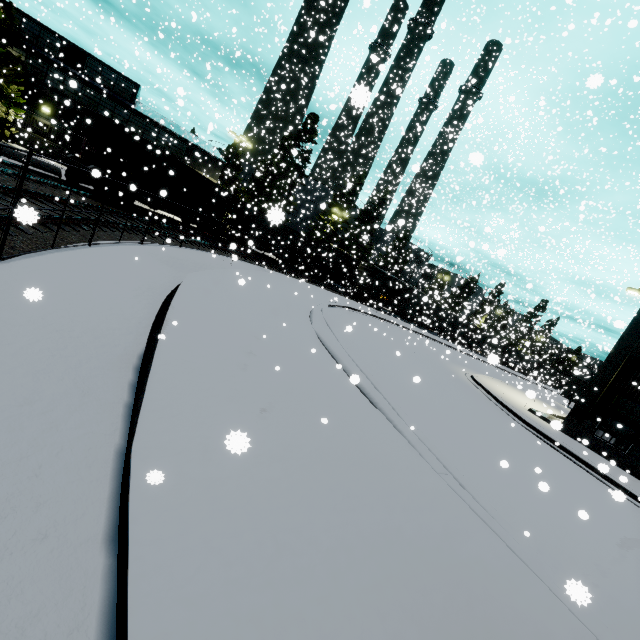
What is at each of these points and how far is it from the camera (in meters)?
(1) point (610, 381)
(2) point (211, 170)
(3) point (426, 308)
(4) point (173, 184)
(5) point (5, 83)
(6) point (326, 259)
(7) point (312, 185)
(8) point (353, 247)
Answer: (1) building, 16.53
(2) building, 35.44
(3) coal car, 48.47
(4) coal car, 21.97
(5) tree, 24.05
(6) cargo car, 41.09
(7) silo, 46.66
(8) tree, 32.72

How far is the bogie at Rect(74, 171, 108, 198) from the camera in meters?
17.9

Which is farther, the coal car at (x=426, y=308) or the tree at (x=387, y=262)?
the tree at (x=387, y=262)

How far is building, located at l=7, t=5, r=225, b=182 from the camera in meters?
27.0

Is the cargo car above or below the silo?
below

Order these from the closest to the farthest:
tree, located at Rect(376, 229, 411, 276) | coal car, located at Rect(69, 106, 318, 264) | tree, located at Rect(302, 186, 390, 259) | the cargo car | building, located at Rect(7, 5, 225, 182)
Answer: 1. coal car, located at Rect(69, 106, 318, 264)
2. building, located at Rect(7, 5, 225, 182)
3. the cargo car
4. tree, located at Rect(376, 229, 411, 276)
5. tree, located at Rect(302, 186, 390, 259)

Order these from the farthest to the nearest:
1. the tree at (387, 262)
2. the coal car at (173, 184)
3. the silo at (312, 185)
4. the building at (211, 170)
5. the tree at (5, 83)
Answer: the tree at (387, 262)
the silo at (312, 185)
the building at (211, 170)
the tree at (5, 83)
the coal car at (173, 184)

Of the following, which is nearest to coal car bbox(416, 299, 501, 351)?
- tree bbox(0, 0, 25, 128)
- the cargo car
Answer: the cargo car
